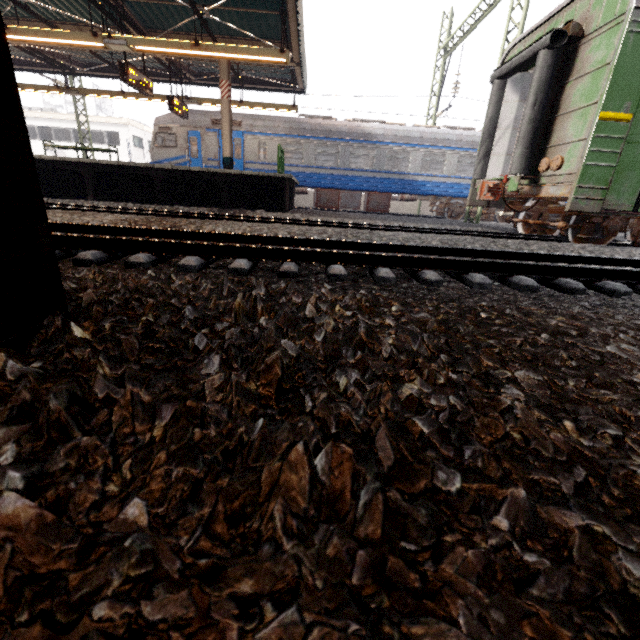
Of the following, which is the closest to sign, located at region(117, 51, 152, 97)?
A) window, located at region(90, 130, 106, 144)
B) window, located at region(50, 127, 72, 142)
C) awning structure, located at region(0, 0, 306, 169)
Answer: awning structure, located at region(0, 0, 306, 169)

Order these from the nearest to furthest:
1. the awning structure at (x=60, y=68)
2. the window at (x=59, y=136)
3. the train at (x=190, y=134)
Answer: the awning structure at (x=60, y=68), the train at (x=190, y=134), the window at (x=59, y=136)

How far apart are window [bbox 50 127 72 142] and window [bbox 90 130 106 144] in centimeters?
105cm

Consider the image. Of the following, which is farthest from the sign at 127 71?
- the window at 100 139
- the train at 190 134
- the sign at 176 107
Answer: the window at 100 139

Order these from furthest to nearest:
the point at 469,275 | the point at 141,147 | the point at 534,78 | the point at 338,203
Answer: the point at 141,147, the point at 338,203, the point at 534,78, the point at 469,275

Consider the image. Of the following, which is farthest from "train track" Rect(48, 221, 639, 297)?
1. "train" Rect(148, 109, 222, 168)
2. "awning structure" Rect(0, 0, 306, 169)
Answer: "train" Rect(148, 109, 222, 168)

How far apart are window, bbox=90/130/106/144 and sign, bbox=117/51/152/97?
24.9 meters

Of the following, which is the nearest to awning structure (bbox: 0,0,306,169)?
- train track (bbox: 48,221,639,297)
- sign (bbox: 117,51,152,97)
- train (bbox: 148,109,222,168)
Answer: sign (bbox: 117,51,152,97)
